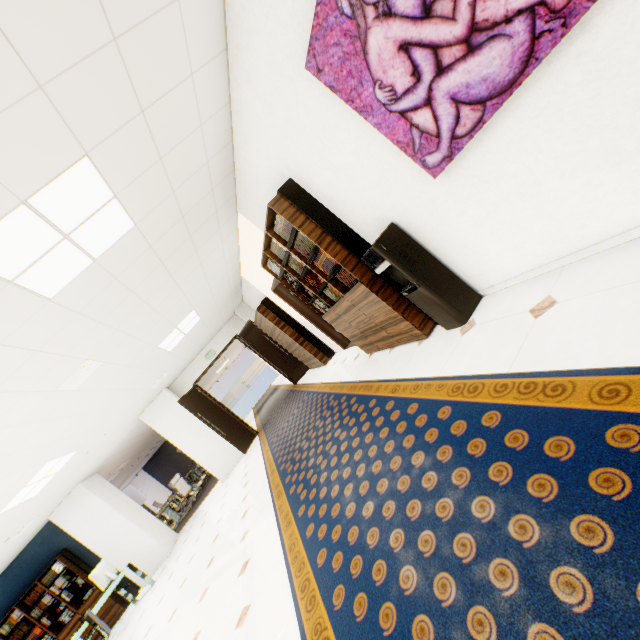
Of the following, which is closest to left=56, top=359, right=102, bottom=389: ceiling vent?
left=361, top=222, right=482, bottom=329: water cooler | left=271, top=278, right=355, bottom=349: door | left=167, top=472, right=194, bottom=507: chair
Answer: left=271, top=278, right=355, bottom=349: door

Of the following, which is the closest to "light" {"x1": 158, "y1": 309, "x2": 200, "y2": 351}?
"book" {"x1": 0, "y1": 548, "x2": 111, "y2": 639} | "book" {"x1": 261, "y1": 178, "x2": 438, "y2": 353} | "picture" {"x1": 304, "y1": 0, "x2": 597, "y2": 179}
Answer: "book" {"x1": 261, "y1": 178, "x2": 438, "y2": 353}

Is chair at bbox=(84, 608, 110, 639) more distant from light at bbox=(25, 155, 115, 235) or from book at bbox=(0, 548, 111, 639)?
light at bbox=(25, 155, 115, 235)

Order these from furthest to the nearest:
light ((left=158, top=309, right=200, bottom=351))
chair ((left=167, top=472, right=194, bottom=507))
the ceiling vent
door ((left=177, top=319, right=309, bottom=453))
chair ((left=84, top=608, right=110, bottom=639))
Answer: chair ((left=167, top=472, right=194, bottom=507))
door ((left=177, top=319, right=309, bottom=453))
light ((left=158, top=309, right=200, bottom=351))
chair ((left=84, top=608, right=110, bottom=639))
the ceiling vent

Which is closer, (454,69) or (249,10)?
(454,69)

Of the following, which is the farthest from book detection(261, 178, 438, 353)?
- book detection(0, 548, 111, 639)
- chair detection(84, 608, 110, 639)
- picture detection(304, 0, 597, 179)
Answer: book detection(0, 548, 111, 639)

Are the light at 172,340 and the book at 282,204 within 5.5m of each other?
yes

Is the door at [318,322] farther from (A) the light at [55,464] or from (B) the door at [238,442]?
(A) the light at [55,464]
